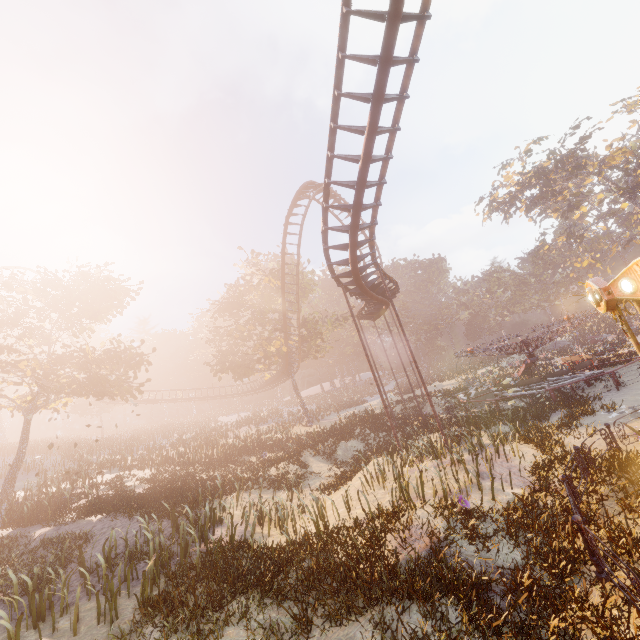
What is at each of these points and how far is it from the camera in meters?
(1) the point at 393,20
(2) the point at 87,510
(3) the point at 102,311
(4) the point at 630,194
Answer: (1) roller coaster, 7.8 m
(2) instancedfoliageactor, 16.3 m
(3) tree, 23.5 m
(4) tree, 41.1 m

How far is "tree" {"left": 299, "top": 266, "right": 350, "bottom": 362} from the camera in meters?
33.8

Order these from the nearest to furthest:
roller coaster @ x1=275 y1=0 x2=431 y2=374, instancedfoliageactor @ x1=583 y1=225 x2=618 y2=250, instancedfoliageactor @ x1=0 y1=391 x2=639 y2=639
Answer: instancedfoliageactor @ x1=0 y1=391 x2=639 y2=639
roller coaster @ x1=275 y1=0 x2=431 y2=374
instancedfoliageactor @ x1=583 y1=225 x2=618 y2=250

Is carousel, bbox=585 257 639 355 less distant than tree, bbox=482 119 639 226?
Yes

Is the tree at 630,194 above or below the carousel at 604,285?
above

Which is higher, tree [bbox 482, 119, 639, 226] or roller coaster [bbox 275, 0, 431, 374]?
tree [bbox 482, 119, 639, 226]

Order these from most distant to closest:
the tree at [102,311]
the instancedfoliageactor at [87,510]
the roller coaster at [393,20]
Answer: the tree at [102,311]
the roller coaster at [393,20]
the instancedfoliageactor at [87,510]

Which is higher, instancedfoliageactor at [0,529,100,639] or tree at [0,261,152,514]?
tree at [0,261,152,514]
